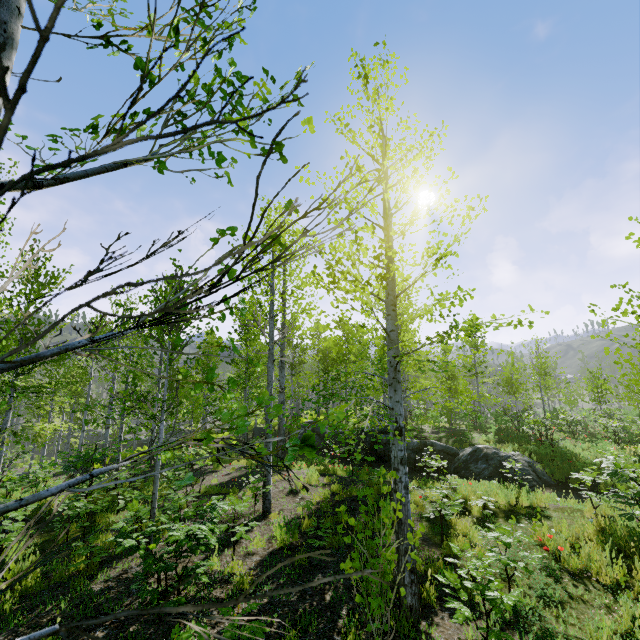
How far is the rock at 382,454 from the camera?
15.85m

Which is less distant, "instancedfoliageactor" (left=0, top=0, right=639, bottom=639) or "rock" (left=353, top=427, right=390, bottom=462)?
"instancedfoliageactor" (left=0, top=0, right=639, bottom=639)

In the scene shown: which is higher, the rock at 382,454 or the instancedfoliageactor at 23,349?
the instancedfoliageactor at 23,349

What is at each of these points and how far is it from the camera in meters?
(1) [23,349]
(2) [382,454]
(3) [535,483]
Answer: (1) instancedfoliageactor, 0.7
(2) rock, 16.0
(3) rock, 12.0

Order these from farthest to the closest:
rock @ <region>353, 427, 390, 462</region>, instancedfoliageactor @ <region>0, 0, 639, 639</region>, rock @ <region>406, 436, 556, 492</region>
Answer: rock @ <region>353, 427, 390, 462</region>
rock @ <region>406, 436, 556, 492</region>
instancedfoliageactor @ <region>0, 0, 639, 639</region>

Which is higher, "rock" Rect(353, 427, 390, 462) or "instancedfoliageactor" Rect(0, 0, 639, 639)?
"instancedfoliageactor" Rect(0, 0, 639, 639)

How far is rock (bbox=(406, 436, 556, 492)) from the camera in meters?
12.4 m
